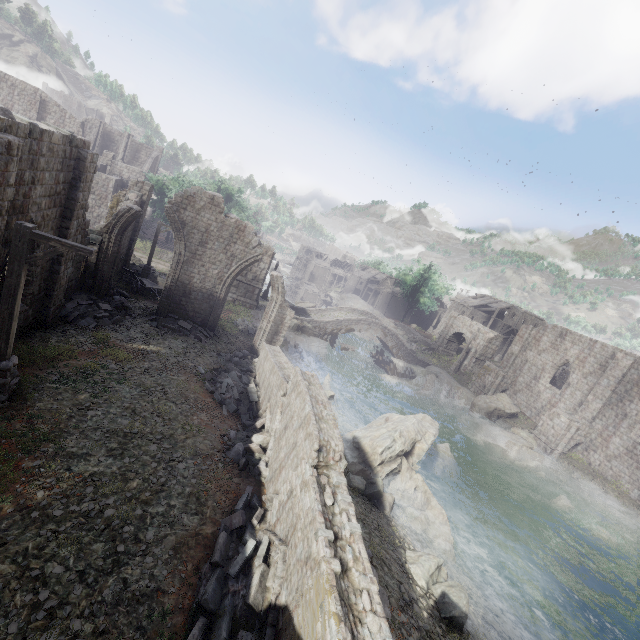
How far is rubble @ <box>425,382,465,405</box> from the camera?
33.65m

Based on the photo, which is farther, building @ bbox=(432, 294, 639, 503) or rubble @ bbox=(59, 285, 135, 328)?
building @ bbox=(432, 294, 639, 503)

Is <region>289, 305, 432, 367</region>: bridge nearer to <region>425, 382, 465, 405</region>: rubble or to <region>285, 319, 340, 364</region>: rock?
<region>285, 319, 340, 364</region>: rock

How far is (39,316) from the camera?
12.6m

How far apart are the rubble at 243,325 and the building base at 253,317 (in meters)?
0.01

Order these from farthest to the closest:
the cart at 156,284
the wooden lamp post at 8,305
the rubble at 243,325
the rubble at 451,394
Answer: the rubble at 451,394 < the rubble at 243,325 < the cart at 156,284 < the wooden lamp post at 8,305

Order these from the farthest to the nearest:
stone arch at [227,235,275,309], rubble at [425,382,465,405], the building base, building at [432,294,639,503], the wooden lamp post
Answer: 1. rubble at [425,382,465,405]
2. stone arch at [227,235,275,309]
3. the building base
4. building at [432,294,639,503]
5. the wooden lamp post

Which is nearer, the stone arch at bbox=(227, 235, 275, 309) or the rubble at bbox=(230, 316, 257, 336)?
the rubble at bbox=(230, 316, 257, 336)
